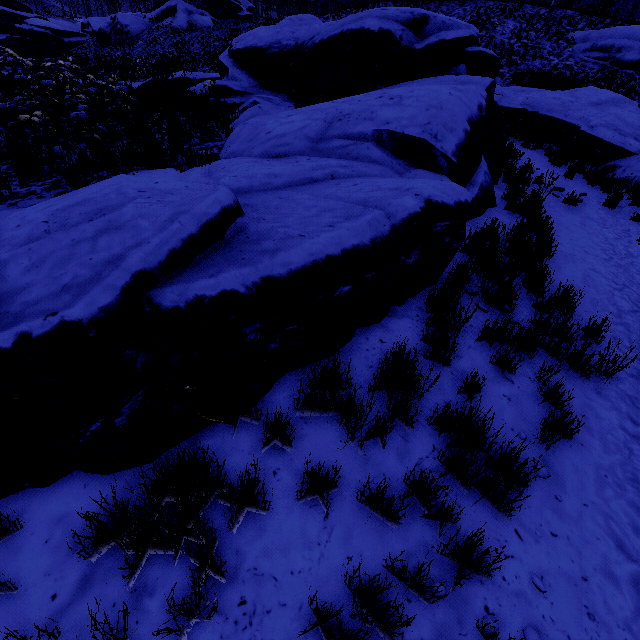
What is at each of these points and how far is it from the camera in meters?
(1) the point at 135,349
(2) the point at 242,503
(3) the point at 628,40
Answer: (1) rock, 2.0 m
(2) instancedfoliageactor, 2.1 m
(3) rock, 18.2 m

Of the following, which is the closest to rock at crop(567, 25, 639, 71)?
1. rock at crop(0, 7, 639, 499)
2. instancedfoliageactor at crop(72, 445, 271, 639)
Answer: rock at crop(0, 7, 639, 499)

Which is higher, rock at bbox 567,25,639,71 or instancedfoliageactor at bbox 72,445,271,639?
rock at bbox 567,25,639,71

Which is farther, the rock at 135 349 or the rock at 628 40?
the rock at 628 40

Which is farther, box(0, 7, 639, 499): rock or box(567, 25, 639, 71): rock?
box(567, 25, 639, 71): rock

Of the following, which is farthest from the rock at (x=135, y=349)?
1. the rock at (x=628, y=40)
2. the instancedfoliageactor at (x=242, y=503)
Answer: the rock at (x=628, y=40)

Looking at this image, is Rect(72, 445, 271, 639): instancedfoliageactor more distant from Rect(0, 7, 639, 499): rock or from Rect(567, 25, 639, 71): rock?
Rect(567, 25, 639, 71): rock
